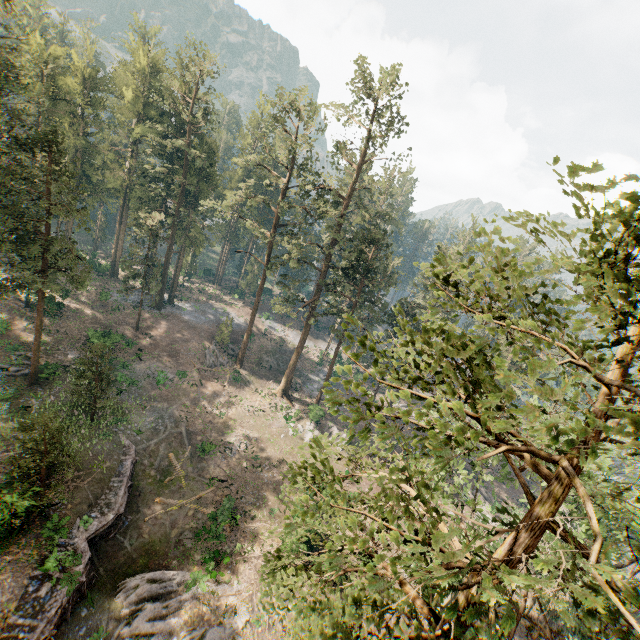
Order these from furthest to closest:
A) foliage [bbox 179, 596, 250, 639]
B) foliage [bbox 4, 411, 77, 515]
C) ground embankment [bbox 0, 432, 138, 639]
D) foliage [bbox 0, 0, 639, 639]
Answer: foliage [bbox 179, 596, 250, 639] < foliage [bbox 4, 411, 77, 515] < ground embankment [bbox 0, 432, 138, 639] < foliage [bbox 0, 0, 639, 639]

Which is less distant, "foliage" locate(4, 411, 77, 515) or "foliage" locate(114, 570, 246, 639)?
"foliage" locate(4, 411, 77, 515)

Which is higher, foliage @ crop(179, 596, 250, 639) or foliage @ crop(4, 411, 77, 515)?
foliage @ crop(4, 411, 77, 515)

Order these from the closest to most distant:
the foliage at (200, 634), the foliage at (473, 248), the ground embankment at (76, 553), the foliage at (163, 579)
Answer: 1. the foliage at (473, 248)
2. the ground embankment at (76, 553)
3. the foliage at (163, 579)
4. the foliage at (200, 634)

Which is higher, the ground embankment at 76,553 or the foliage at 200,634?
the ground embankment at 76,553

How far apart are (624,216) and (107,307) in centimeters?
5279cm

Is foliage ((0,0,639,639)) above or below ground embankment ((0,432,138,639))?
above
